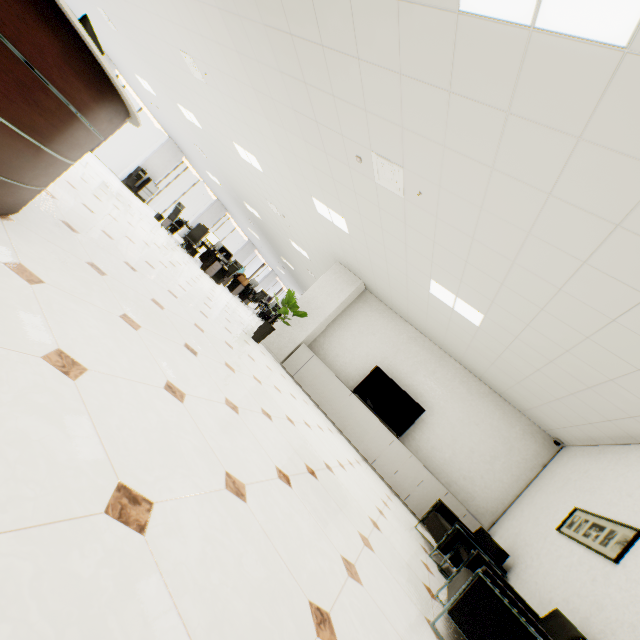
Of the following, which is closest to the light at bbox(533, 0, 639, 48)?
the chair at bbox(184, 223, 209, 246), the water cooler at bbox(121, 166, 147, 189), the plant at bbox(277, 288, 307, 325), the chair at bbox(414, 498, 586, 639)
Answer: the chair at bbox(414, 498, 586, 639)

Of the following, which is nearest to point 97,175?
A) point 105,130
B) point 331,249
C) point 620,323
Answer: point 331,249

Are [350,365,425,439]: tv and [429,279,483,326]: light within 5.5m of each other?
yes

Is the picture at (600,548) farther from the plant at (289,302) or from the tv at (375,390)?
the plant at (289,302)

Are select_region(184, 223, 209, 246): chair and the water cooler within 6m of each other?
yes

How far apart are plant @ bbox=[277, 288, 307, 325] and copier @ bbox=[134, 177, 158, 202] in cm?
1112

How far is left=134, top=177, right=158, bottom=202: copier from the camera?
14.8m

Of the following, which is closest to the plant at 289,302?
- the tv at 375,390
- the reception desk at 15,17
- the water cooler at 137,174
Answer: the tv at 375,390
